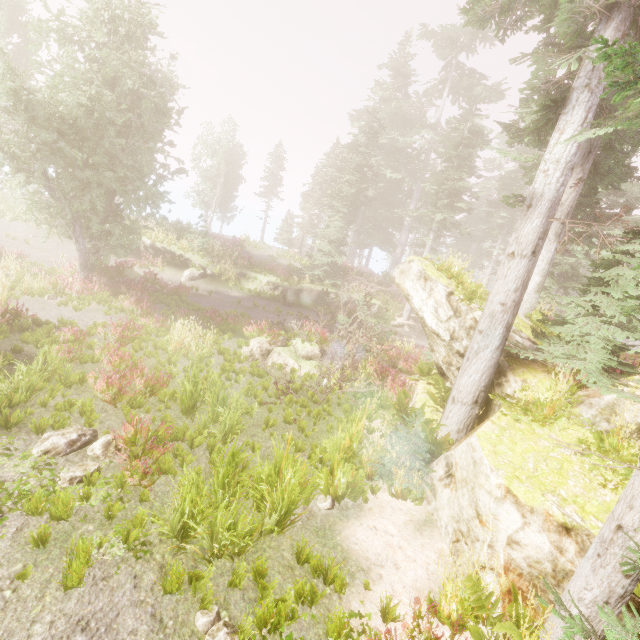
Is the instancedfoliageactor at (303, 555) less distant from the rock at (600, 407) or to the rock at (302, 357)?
the rock at (600, 407)

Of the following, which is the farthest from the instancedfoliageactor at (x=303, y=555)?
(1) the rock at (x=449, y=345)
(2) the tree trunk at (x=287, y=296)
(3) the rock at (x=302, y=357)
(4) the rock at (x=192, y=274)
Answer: (4) the rock at (x=192, y=274)

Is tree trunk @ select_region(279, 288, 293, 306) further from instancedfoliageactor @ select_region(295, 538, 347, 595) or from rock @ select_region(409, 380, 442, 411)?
rock @ select_region(409, 380, 442, 411)

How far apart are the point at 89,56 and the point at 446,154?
21.7m

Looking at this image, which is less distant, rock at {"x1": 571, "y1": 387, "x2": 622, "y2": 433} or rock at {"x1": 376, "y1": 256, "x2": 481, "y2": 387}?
rock at {"x1": 571, "y1": 387, "x2": 622, "y2": 433}

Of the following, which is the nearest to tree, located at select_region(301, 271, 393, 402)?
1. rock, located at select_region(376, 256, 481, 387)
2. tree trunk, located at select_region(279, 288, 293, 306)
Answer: rock, located at select_region(376, 256, 481, 387)

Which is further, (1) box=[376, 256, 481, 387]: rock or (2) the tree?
(2) the tree

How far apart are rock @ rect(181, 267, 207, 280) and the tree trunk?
5.5 meters
